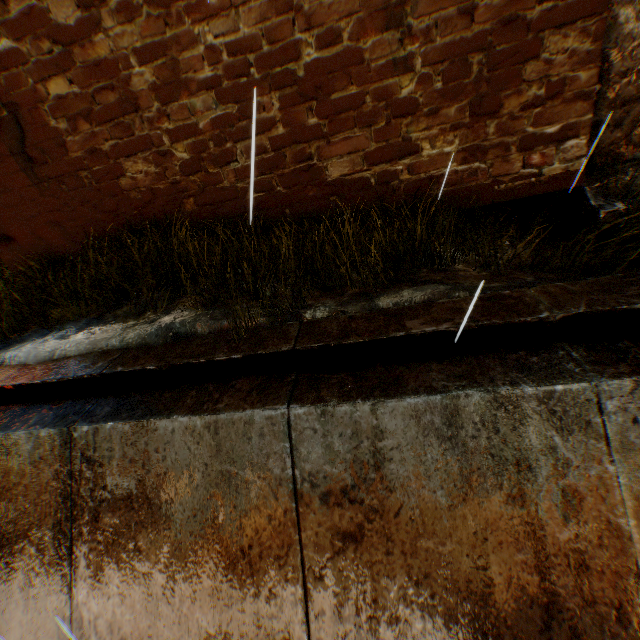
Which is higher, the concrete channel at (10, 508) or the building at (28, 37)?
the building at (28, 37)

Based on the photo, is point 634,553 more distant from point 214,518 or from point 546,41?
point 546,41

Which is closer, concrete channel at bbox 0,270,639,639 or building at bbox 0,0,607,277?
concrete channel at bbox 0,270,639,639

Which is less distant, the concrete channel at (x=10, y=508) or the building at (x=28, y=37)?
the concrete channel at (x=10, y=508)

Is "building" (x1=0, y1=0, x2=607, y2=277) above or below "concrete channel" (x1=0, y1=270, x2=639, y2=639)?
above
